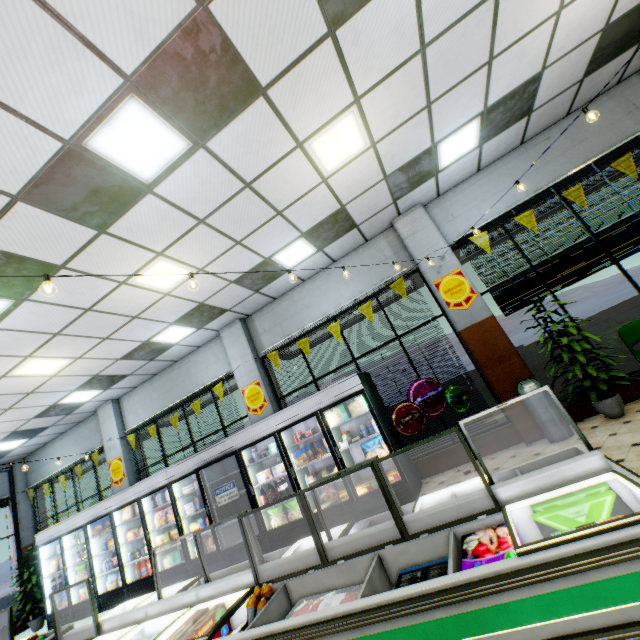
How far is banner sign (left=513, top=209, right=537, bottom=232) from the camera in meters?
5.9

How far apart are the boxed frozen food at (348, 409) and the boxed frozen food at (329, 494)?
1.4 meters

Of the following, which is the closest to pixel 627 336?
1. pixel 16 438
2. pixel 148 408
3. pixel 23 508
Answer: pixel 148 408

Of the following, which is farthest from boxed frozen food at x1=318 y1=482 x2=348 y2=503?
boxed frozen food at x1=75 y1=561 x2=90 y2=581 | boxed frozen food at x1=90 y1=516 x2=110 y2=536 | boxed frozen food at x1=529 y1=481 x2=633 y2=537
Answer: boxed frozen food at x1=75 y1=561 x2=90 y2=581

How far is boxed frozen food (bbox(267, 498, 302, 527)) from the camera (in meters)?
6.18

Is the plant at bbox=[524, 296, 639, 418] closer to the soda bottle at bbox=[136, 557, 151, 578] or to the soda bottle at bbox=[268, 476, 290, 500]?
the soda bottle at bbox=[268, 476, 290, 500]

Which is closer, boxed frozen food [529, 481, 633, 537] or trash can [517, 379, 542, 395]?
boxed frozen food [529, 481, 633, 537]

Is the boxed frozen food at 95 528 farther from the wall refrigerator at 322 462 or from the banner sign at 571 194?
the banner sign at 571 194
